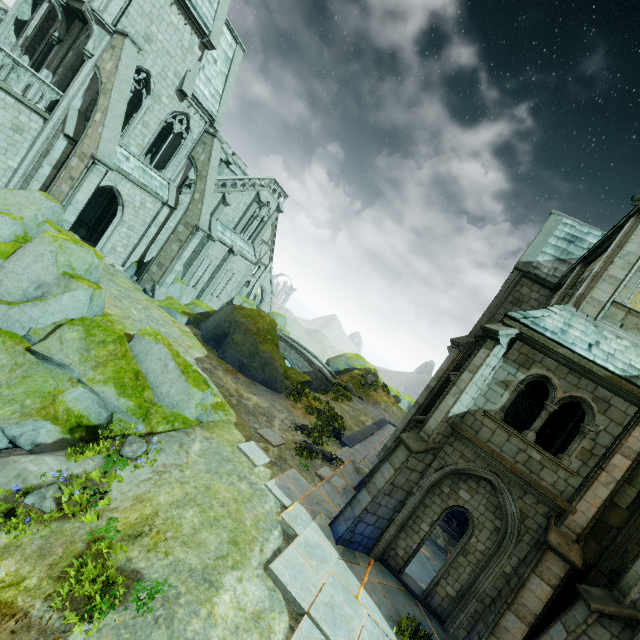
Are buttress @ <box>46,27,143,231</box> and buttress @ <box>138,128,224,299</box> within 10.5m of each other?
yes

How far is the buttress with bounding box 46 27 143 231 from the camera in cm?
1505

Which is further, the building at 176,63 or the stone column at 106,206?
the stone column at 106,206

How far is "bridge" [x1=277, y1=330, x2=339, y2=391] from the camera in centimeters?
3369cm

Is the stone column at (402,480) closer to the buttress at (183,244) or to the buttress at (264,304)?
the buttress at (183,244)

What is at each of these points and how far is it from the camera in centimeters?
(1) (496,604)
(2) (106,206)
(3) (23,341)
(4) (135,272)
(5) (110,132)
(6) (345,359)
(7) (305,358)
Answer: (1) stone column, 833cm
(2) stone column, 2402cm
(3) rock, 1082cm
(4) rock, 2302cm
(5) buttress, 1541cm
(6) rock, 4062cm
(7) bridge, 3484cm

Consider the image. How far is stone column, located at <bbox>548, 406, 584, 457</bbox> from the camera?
13.55m

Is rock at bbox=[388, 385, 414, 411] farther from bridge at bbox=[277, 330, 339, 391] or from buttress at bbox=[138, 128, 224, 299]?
buttress at bbox=[138, 128, 224, 299]
